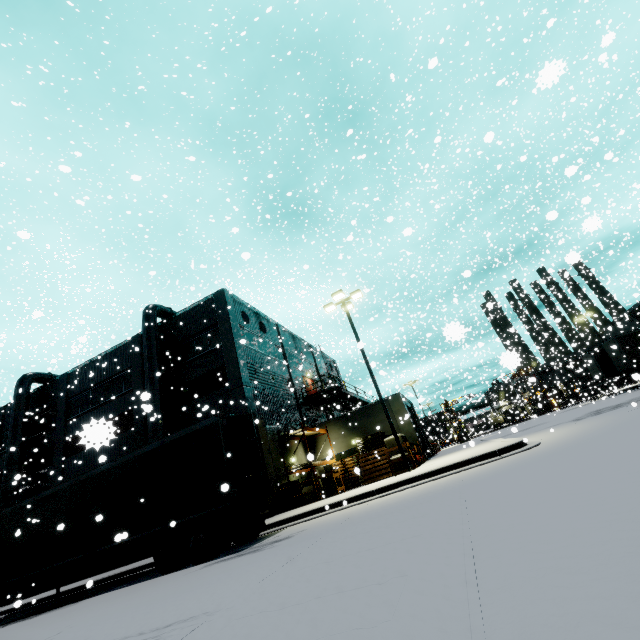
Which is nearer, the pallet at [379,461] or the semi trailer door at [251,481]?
the semi trailer door at [251,481]

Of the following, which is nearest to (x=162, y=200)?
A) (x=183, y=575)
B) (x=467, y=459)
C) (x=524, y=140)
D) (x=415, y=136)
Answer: (x=415, y=136)

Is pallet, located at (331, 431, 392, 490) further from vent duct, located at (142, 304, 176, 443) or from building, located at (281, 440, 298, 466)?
vent duct, located at (142, 304, 176, 443)

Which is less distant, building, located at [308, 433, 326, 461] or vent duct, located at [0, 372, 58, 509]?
vent duct, located at [0, 372, 58, 509]

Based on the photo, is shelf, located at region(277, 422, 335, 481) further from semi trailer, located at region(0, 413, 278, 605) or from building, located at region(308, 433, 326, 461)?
semi trailer, located at region(0, 413, 278, 605)

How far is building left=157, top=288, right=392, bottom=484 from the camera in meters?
20.6 m

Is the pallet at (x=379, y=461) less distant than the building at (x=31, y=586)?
Yes

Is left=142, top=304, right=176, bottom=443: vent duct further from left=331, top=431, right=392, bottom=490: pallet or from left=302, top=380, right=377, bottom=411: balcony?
left=302, top=380, right=377, bottom=411: balcony
